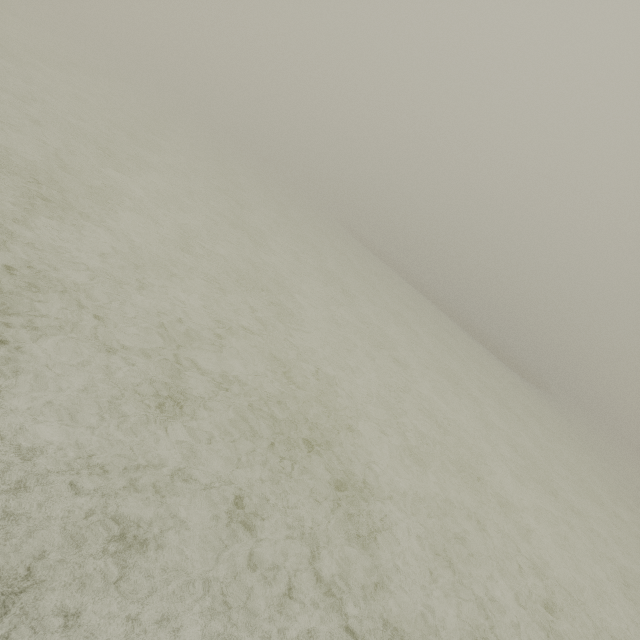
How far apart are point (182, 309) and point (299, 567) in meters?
4.9 m
